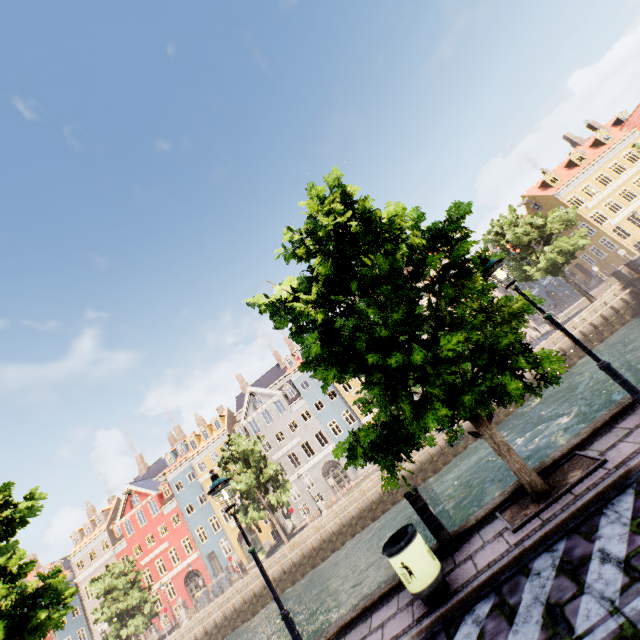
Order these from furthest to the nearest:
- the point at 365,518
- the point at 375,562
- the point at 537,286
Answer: the point at 537,286
the point at 365,518
the point at 375,562

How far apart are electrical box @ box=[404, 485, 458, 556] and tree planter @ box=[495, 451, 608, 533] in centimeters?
98cm

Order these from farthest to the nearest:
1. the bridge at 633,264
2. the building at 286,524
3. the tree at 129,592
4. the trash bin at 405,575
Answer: the building at 286,524 → the tree at 129,592 → the bridge at 633,264 → the trash bin at 405,575

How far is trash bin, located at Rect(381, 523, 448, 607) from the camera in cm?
519

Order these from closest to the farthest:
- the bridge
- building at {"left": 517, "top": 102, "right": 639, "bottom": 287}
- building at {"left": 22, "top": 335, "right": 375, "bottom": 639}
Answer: the bridge → building at {"left": 517, "top": 102, "right": 639, "bottom": 287} → building at {"left": 22, "top": 335, "right": 375, "bottom": 639}

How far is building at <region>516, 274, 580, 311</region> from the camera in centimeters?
4616cm

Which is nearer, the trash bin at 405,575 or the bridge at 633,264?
the trash bin at 405,575

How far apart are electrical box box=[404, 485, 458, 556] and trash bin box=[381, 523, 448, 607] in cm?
57
